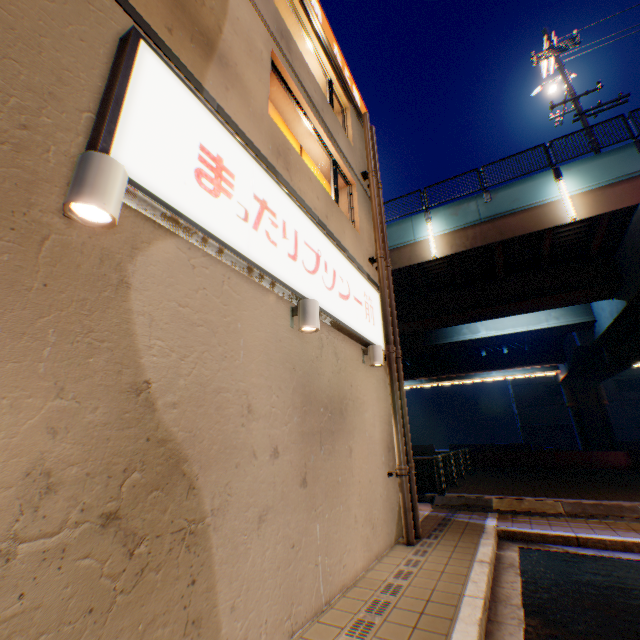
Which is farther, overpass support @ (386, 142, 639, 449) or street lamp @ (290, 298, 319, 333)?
overpass support @ (386, 142, 639, 449)

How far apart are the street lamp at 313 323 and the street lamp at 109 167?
2.45m

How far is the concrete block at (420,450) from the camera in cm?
1953

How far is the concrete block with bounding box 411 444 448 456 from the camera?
19.53m

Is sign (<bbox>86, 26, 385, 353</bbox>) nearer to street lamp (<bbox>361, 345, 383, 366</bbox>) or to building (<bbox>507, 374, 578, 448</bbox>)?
street lamp (<bbox>361, 345, 383, 366</bbox>)

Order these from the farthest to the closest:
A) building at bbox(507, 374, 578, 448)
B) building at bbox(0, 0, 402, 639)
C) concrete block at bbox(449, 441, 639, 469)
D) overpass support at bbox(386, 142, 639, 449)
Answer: building at bbox(507, 374, 578, 448) → concrete block at bbox(449, 441, 639, 469) → overpass support at bbox(386, 142, 639, 449) → building at bbox(0, 0, 402, 639)

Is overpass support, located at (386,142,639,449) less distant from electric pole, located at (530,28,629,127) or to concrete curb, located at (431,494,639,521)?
concrete curb, located at (431,494,639,521)

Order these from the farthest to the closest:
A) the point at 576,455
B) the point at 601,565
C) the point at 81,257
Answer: the point at 576,455 → the point at 601,565 → the point at 81,257
